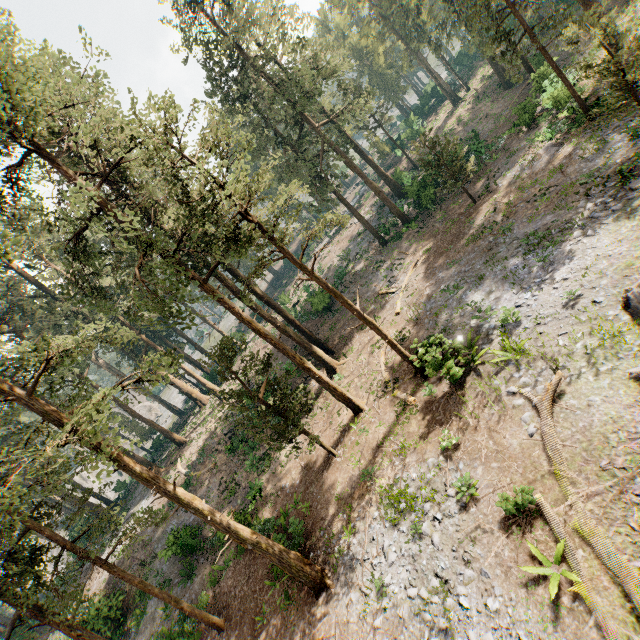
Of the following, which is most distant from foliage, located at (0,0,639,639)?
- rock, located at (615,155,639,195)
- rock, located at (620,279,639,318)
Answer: rock, located at (615,155,639,195)

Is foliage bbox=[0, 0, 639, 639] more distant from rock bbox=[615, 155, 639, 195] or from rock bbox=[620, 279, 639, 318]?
rock bbox=[615, 155, 639, 195]

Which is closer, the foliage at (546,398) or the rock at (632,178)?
the foliage at (546,398)

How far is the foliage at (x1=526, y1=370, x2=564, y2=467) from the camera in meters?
9.9

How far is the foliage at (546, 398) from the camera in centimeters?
992cm

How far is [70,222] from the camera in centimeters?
1584cm

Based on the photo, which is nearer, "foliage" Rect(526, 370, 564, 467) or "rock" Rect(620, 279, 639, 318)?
"foliage" Rect(526, 370, 564, 467)
